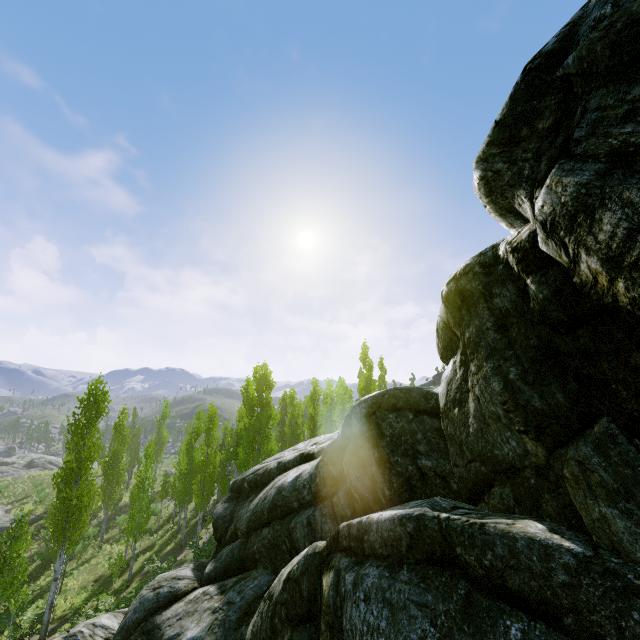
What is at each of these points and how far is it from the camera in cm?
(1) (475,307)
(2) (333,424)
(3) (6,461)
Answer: (1) rock, 620
(2) instancedfoliageactor, 2369
(3) rock, 5628

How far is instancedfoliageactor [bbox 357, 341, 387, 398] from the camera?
31.7m

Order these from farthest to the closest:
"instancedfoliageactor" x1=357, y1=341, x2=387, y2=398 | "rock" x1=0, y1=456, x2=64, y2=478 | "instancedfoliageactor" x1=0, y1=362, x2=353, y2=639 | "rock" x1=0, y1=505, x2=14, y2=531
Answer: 1. "rock" x1=0, y1=456, x2=64, y2=478
2. "rock" x1=0, y1=505, x2=14, y2=531
3. "instancedfoliageactor" x1=357, y1=341, x2=387, y2=398
4. "instancedfoliageactor" x1=0, y1=362, x2=353, y2=639

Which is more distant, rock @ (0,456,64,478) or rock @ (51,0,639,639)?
rock @ (0,456,64,478)

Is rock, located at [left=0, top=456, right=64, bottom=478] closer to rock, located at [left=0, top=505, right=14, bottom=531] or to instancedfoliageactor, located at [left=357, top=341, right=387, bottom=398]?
instancedfoliageactor, located at [left=357, top=341, right=387, bottom=398]

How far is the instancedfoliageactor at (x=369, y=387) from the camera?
31.73m

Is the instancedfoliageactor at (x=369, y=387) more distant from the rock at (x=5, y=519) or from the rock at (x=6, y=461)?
the rock at (x=5, y=519)

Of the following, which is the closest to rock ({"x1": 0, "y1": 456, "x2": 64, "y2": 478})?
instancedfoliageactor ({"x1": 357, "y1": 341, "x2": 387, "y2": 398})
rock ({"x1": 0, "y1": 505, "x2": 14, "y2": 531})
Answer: instancedfoliageactor ({"x1": 357, "y1": 341, "x2": 387, "y2": 398})
